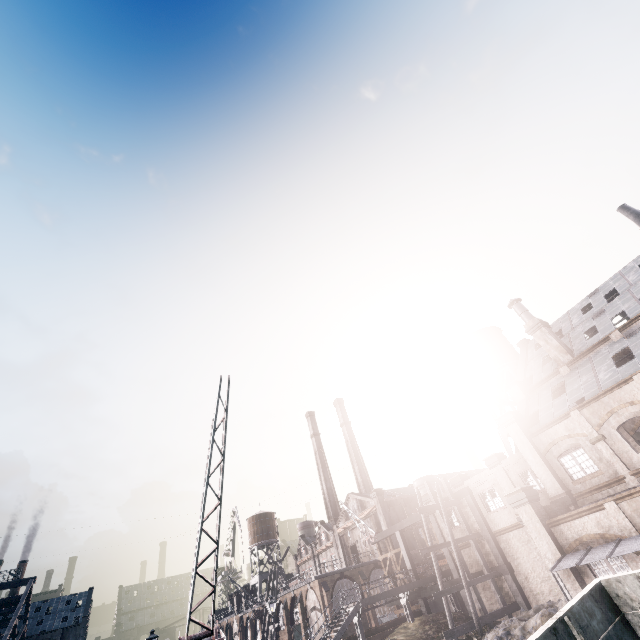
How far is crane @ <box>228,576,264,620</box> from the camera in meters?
54.2

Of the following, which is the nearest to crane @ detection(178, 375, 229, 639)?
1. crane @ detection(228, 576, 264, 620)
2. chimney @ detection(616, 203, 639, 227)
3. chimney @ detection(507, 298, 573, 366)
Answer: chimney @ detection(507, 298, 573, 366)

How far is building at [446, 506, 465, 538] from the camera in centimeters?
3084cm

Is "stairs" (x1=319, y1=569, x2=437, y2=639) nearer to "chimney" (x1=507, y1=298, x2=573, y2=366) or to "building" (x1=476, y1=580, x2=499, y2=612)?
"building" (x1=476, y1=580, x2=499, y2=612)

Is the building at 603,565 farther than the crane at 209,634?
Yes

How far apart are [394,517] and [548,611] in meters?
38.5 m

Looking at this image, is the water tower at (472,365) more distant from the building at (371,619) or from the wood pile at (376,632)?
the building at (371,619)

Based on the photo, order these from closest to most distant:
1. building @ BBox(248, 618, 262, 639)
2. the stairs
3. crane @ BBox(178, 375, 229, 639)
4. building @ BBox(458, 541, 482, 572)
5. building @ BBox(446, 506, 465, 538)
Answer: crane @ BBox(178, 375, 229, 639) < the stairs < building @ BBox(458, 541, 482, 572) < building @ BBox(446, 506, 465, 538) < building @ BBox(248, 618, 262, 639)
